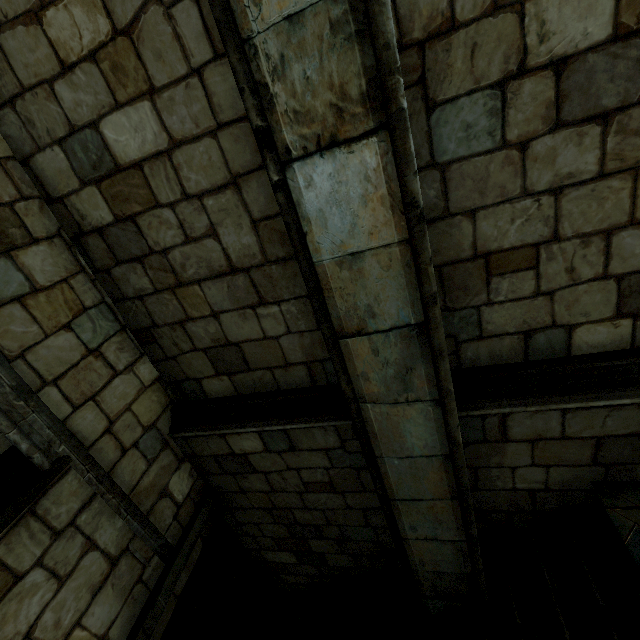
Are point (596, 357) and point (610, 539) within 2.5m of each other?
yes
